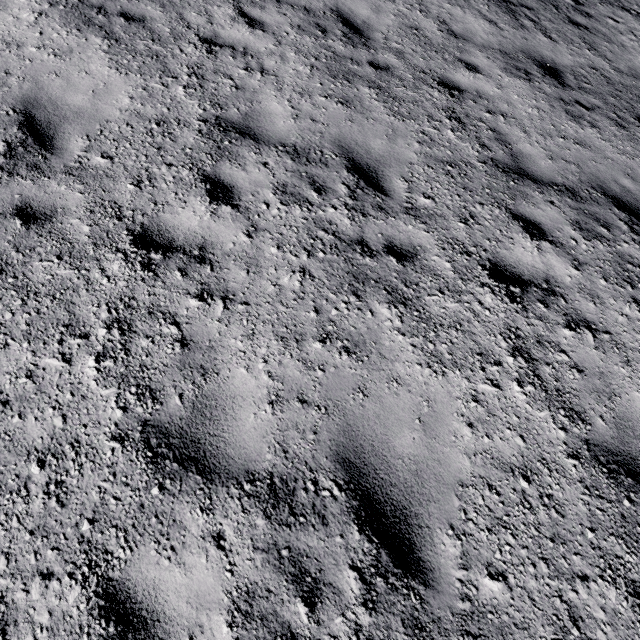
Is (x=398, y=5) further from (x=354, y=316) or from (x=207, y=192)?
(x=354, y=316)
